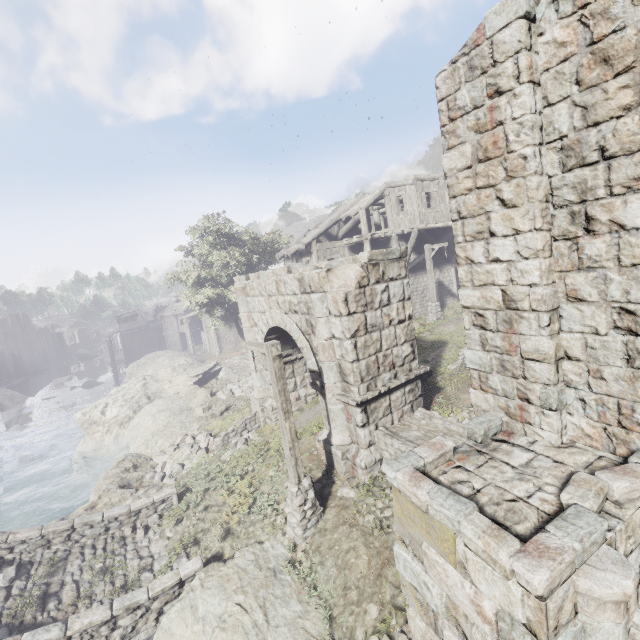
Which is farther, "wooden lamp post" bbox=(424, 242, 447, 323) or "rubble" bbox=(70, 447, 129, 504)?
"wooden lamp post" bbox=(424, 242, 447, 323)

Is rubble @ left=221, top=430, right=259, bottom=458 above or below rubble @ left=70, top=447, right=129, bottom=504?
above

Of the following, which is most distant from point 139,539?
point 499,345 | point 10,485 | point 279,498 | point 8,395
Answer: point 8,395

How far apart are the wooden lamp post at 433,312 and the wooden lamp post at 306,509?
13.9 meters

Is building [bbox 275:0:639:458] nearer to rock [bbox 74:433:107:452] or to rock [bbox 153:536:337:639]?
rock [bbox 74:433:107:452]

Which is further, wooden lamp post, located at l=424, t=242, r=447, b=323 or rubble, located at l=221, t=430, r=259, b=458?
wooden lamp post, located at l=424, t=242, r=447, b=323

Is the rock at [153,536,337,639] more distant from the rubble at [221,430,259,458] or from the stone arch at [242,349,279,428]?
the stone arch at [242,349,279,428]

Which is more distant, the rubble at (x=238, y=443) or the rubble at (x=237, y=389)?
the rubble at (x=237, y=389)
